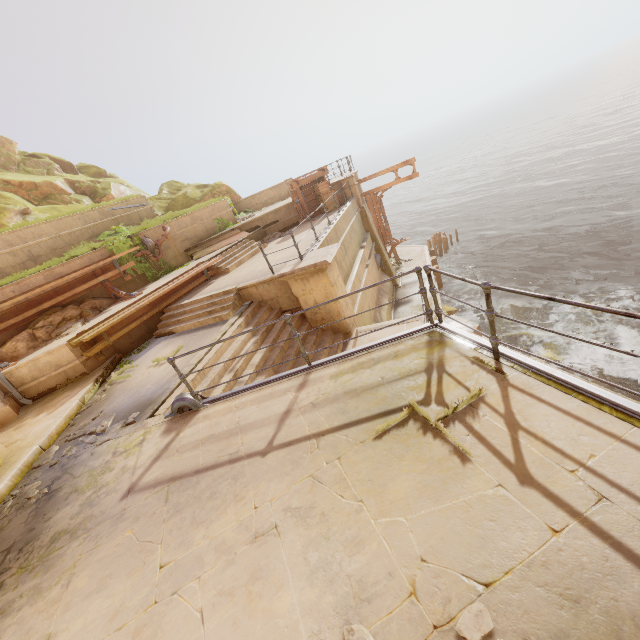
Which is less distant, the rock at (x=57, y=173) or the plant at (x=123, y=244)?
the plant at (x=123, y=244)

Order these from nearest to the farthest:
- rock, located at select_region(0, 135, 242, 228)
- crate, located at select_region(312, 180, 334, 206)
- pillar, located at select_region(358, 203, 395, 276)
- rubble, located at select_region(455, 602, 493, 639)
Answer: rubble, located at select_region(455, 602, 493, 639), rock, located at select_region(0, 135, 242, 228), crate, located at select_region(312, 180, 334, 206), pillar, located at select_region(358, 203, 395, 276)

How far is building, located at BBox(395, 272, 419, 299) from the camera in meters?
18.6 m

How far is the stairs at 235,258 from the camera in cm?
1277

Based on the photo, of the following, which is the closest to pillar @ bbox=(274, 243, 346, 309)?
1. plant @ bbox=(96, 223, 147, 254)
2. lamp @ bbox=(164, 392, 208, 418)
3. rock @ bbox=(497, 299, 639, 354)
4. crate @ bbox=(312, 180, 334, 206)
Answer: rock @ bbox=(497, 299, 639, 354)

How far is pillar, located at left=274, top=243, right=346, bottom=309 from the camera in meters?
8.4 m

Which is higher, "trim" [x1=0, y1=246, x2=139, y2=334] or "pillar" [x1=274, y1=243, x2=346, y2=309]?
"trim" [x1=0, y1=246, x2=139, y2=334]

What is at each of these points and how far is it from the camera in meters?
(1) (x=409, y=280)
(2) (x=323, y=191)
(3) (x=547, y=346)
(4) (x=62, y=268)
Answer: (1) building, 20.2
(2) crate, 16.9
(3) rock, 13.5
(4) building, 11.0
